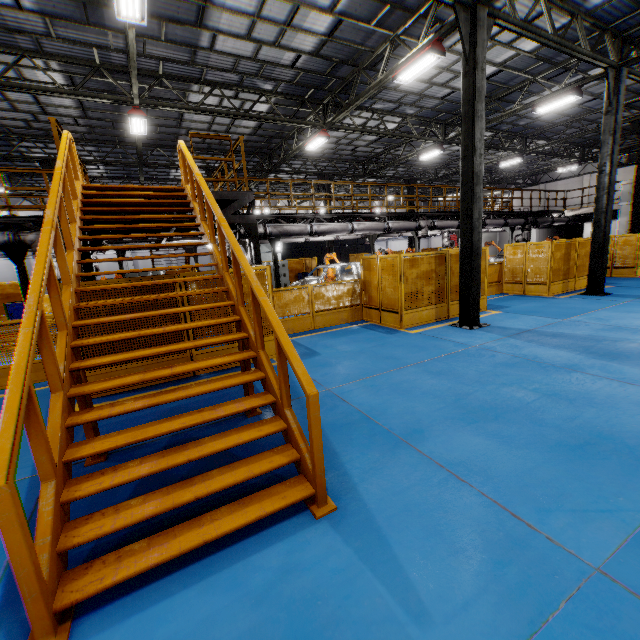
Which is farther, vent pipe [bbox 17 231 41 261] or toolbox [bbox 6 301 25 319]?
toolbox [bbox 6 301 25 319]

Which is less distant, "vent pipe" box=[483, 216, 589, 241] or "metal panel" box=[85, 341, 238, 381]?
"metal panel" box=[85, 341, 238, 381]

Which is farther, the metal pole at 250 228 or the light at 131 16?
the metal pole at 250 228

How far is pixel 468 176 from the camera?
8.6 meters

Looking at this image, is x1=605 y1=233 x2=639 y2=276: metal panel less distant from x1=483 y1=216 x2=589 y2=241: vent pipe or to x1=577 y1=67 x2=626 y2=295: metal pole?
x1=577 y1=67 x2=626 y2=295: metal pole

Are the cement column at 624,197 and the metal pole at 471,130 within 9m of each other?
no

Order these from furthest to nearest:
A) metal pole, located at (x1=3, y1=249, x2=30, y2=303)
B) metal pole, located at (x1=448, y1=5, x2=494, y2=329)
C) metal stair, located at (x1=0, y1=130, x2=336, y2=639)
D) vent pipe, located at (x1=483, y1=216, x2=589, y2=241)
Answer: vent pipe, located at (x1=483, y1=216, x2=589, y2=241) → metal pole, located at (x1=3, y1=249, x2=30, y2=303) → metal pole, located at (x1=448, y1=5, x2=494, y2=329) → metal stair, located at (x1=0, y1=130, x2=336, y2=639)

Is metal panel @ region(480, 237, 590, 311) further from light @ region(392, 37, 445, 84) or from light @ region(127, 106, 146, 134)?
light @ region(127, 106, 146, 134)
